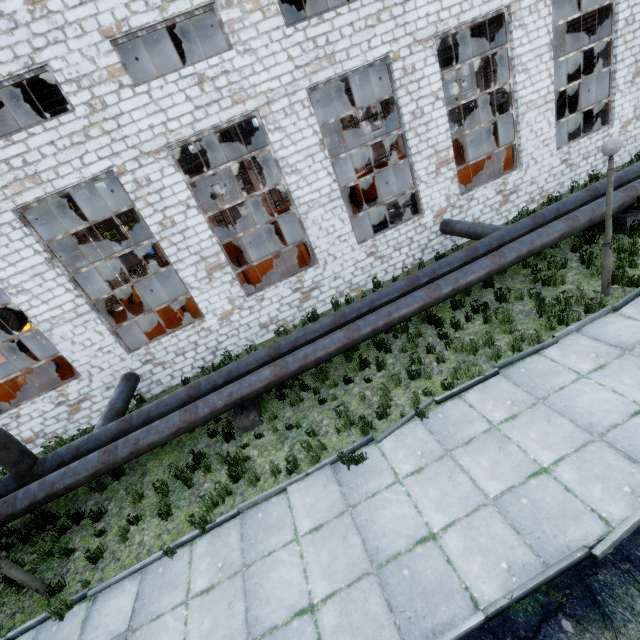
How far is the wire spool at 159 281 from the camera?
17.1m

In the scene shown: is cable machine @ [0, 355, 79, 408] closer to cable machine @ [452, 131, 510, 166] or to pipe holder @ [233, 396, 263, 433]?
pipe holder @ [233, 396, 263, 433]

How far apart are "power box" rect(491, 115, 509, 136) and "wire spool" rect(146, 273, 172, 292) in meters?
30.4 m

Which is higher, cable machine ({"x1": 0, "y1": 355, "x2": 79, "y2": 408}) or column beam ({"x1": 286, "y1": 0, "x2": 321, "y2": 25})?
column beam ({"x1": 286, "y1": 0, "x2": 321, "y2": 25})

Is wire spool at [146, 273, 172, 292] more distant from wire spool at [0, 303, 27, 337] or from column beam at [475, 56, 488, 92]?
column beam at [475, 56, 488, 92]

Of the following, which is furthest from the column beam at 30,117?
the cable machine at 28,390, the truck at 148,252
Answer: the truck at 148,252

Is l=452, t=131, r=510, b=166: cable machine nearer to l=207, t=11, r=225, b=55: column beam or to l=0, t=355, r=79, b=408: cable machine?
l=207, t=11, r=225, b=55: column beam

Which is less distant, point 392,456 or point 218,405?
point 392,456
